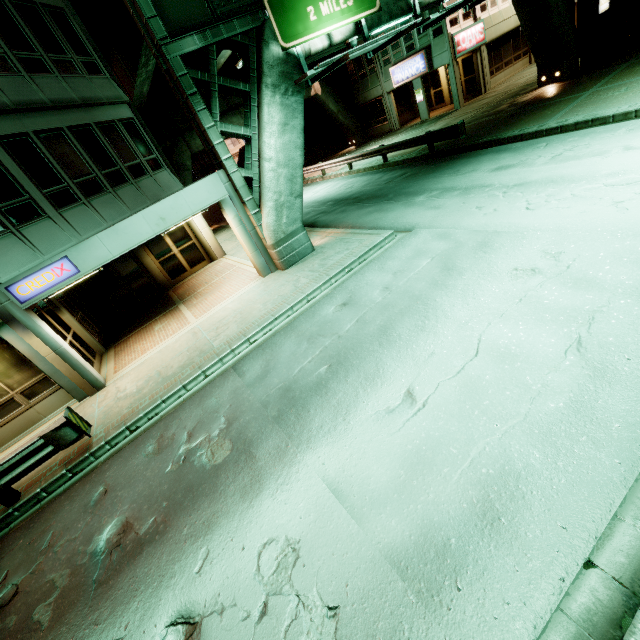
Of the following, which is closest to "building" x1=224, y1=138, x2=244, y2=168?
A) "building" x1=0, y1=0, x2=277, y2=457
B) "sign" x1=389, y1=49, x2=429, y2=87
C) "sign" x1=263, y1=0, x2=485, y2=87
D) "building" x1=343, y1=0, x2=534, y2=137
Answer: "building" x1=343, y1=0, x2=534, y2=137

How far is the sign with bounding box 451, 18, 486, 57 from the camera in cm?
2222

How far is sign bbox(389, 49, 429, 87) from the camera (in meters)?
23.61

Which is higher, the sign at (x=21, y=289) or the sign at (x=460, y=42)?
the sign at (x=460, y=42)

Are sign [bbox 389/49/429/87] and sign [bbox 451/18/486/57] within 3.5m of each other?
yes

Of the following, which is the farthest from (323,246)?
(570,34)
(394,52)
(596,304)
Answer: (394,52)

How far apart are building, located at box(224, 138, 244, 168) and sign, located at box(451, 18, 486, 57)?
41.7 meters

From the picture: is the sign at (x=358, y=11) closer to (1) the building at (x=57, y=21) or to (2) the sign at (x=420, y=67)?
(1) the building at (x=57, y=21)
